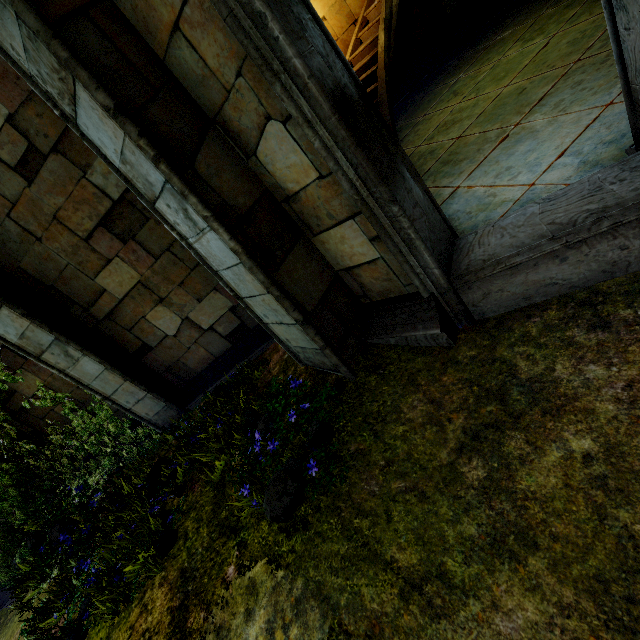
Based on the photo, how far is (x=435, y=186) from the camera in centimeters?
480cm
